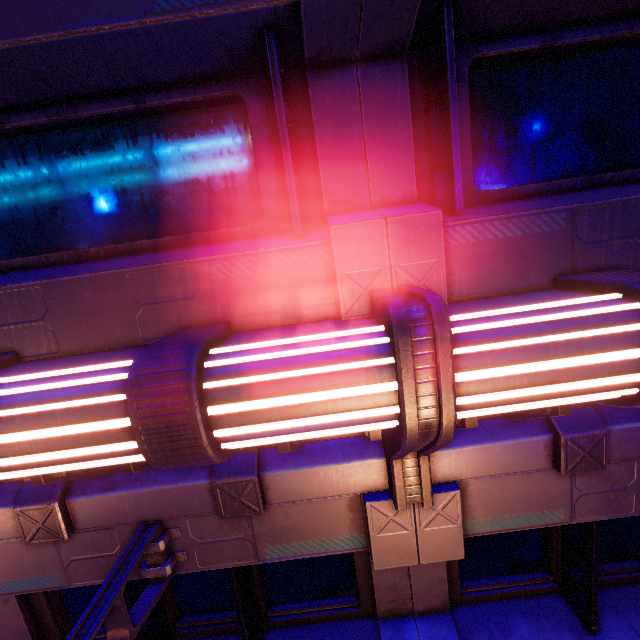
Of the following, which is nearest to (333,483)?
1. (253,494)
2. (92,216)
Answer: (253,494)
